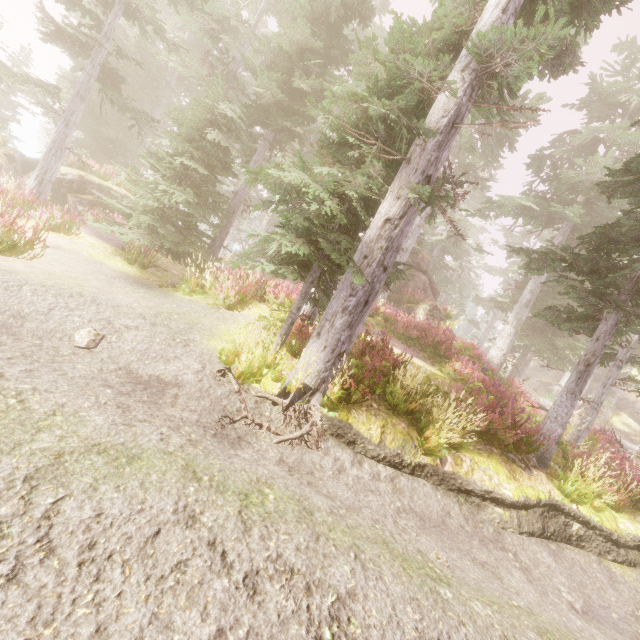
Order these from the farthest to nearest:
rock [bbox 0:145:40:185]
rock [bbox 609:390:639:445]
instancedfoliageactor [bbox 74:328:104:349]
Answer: rock [bbox 609:390:639:445] → rock [bbox 0:145:40:185] → instancedfoliageactor [bbox 74:328:104:349]

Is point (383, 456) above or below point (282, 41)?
below

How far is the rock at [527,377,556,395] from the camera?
38.8 meters

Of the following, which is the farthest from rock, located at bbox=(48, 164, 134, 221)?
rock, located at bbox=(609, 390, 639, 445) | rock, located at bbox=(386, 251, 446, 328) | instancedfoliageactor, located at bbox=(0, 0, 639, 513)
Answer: rock, located at bbox=(609, 390, 639, 445)

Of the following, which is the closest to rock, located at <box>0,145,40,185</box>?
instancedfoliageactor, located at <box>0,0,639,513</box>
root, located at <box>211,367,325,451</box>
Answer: instancedfoliageactor, located at <box>0,0,639,513</box>

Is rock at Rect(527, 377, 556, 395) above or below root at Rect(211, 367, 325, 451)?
above

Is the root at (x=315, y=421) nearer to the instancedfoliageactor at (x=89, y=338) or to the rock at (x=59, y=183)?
the instancedfoliageactor at (x=89, y=338)

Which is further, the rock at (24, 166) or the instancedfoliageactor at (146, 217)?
the rock at (24, 166)
